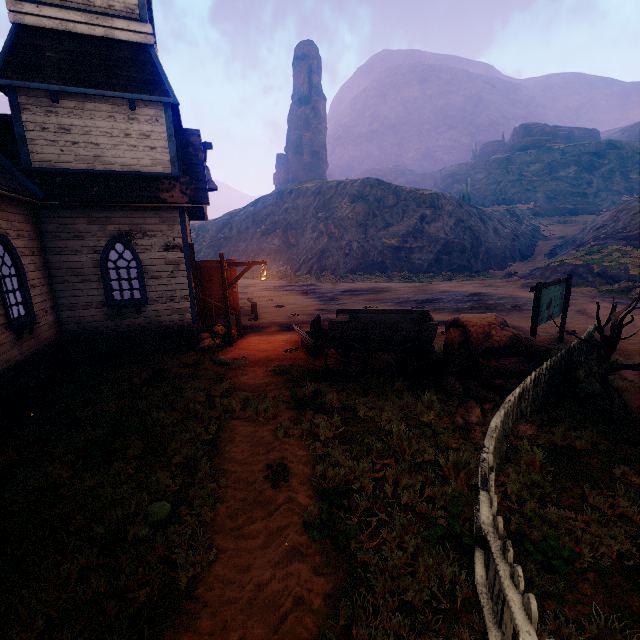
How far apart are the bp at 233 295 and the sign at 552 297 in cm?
990

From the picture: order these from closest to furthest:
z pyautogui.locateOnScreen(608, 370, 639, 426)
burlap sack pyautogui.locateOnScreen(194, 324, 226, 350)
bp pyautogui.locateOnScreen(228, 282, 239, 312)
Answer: z pyautogui.locateOnScreen(608, 370, 639, 426) → burlap sack pyautogui.locateOnScreen(194, 324, 226, 350) → bp pyautogui.locateOnScreen(228, 282, 239, 312)

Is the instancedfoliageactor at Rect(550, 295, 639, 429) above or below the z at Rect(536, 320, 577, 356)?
above

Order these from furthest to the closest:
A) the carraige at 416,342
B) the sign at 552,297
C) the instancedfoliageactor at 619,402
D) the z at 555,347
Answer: the z at 555,347
the sign at 552,297
the carraige at 416,342
the instancedfoliageactor at 619,402

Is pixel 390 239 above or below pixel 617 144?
below

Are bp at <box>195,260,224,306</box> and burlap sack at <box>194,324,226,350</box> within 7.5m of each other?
yes

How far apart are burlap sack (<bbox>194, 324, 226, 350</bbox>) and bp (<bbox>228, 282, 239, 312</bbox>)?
0.5 meters

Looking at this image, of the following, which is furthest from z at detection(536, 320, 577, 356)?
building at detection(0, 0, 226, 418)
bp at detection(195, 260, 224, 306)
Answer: bp at detection(195, 260, 224, 306)
